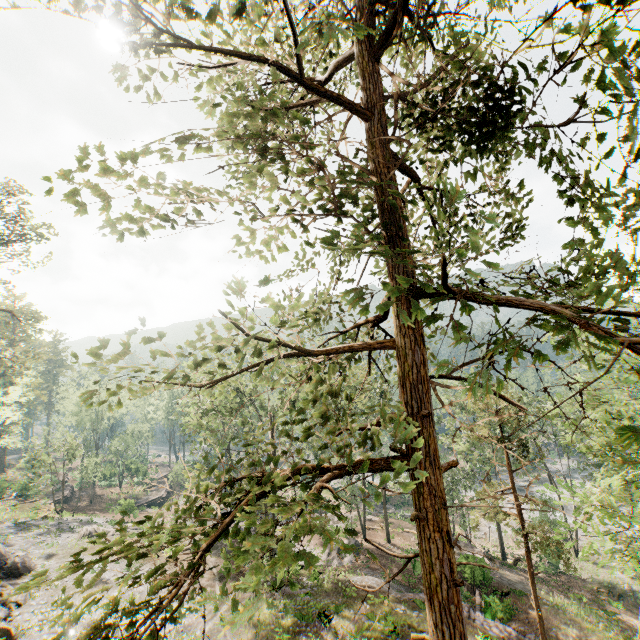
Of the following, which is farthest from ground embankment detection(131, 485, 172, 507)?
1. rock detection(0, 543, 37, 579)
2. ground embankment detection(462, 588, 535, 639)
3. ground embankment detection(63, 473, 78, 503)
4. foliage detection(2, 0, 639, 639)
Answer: ground embankment detection(462, 588, 535, 639)

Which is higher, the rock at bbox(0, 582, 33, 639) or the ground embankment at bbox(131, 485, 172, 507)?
the rock at bbox(0, 582, 33, 639)

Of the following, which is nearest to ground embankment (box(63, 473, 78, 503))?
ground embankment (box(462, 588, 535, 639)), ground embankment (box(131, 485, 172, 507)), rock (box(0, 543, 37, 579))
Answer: ground embankment (box(131, 485, 172, 507))

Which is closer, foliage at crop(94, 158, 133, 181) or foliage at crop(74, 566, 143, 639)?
foliage at crop(74, 566, 143, 639)

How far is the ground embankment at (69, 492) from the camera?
46.3m

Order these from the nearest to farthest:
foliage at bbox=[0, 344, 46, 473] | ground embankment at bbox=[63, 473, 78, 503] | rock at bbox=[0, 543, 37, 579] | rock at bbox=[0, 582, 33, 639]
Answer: rock at bbox=[0, 582, 33, 639]
rock at bbox=[0, 543, 37, 579]
foliage at bbox=[0, 344, 46, 473]
ground embankment at bbox=[63, 473, 78, 503]

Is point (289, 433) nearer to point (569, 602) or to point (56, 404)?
point (569, 602)

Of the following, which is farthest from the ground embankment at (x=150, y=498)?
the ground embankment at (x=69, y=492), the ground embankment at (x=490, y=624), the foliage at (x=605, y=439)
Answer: the ground embankment at (x=490, y=624)
